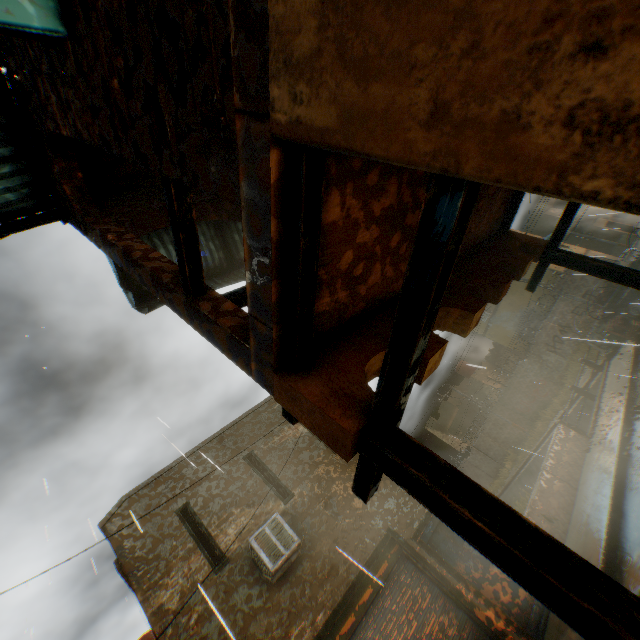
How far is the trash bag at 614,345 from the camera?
13.39m

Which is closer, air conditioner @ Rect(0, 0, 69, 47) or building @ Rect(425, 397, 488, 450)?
air conditioner @ Rect(0, 0, 69, 47)

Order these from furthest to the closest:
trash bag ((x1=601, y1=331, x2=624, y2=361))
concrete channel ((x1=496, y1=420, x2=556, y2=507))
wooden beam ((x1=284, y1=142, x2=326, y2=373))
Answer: concrete channel ((x1=496, y1=420, x2=556, y2=507)), trash bag ((x1=601, y1=331, x2=624, y2=361)), wooden beam ((x1=284, y1=142, x2=326, y2=373))

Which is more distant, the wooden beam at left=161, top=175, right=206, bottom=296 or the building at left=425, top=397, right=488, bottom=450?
the building at left=425, top=397, right=488, bottom=450

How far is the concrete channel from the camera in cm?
2164

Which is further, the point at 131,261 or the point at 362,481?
the point at 131,261

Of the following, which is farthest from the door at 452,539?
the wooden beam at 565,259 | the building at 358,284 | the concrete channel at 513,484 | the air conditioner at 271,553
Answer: the concrete channel at 513,484

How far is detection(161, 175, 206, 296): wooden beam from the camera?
2.22m
